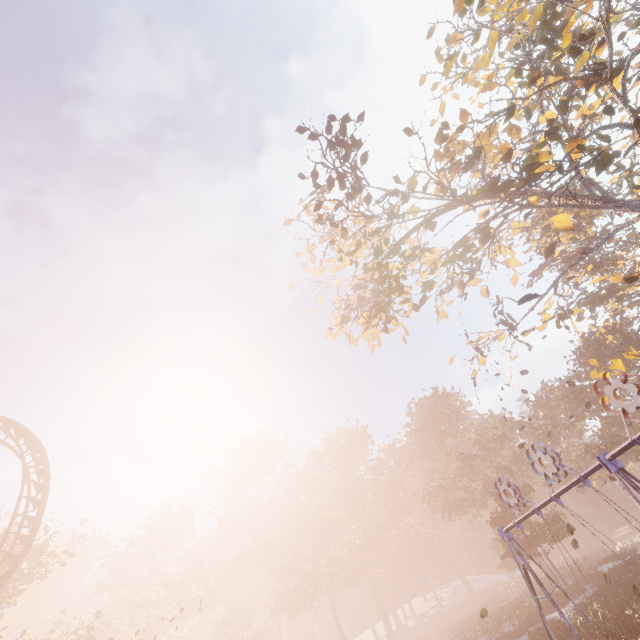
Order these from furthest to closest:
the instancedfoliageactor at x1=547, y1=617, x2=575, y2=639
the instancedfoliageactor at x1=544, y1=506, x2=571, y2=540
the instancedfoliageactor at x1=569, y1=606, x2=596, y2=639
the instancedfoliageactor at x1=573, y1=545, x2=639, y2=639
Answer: the instancedfoliageactor at x1=544, y1=506, x2=571, y2=540
the instancedfoliageactor at x1=547, y1=617, x2=575, y2=639
the instancedfoliageactor at x1=569, y1=606, x2=596, y2=639
the instancedfoliageactor at x1=573, y1=545, x2=639, y2=639

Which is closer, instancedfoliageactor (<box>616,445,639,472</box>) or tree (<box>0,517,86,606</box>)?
tree (<box>0,517,86,606</box>)

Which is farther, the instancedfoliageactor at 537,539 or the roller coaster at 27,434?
the instancedfoliageactor at 537,539

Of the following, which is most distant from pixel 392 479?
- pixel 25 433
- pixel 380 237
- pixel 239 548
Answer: pixel 25 433

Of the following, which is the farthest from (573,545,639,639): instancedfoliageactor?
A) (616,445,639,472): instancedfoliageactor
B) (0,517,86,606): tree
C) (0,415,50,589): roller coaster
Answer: (0,517,86,606): tree

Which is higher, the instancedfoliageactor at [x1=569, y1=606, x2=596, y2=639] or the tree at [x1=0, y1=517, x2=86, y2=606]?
the tree at [x1=0, y1=517, x2=86, y2=606]

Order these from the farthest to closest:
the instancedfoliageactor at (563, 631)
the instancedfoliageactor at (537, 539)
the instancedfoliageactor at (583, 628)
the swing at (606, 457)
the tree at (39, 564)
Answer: the instancedfoliageactor at (537, 539)
the tree at (39, 564)
the instancedfoliageactor at (563, 631)
the instancedfoliageactor at (583, 628)
the swing at (606, 457)

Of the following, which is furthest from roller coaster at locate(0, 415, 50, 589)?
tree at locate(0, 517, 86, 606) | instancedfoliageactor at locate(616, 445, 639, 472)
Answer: instancedfoliageactor at locate(616, 445, 639, 472)
